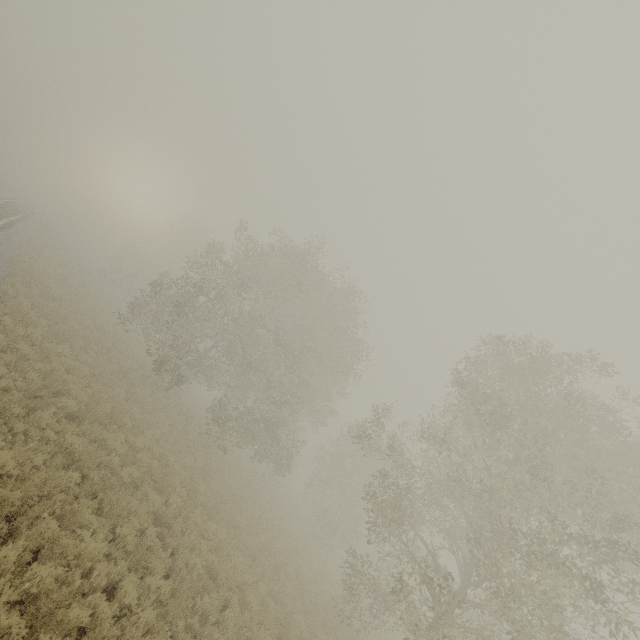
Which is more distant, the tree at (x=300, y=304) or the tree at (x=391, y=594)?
the tree at (x=300, y=304)

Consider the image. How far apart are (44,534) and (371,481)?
30.6 meters

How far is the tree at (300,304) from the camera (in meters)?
21.98

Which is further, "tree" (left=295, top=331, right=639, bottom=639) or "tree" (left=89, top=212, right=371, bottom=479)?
"tree" (left=89, top=212, right=371, bottom=479)

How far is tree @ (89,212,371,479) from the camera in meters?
22.0
